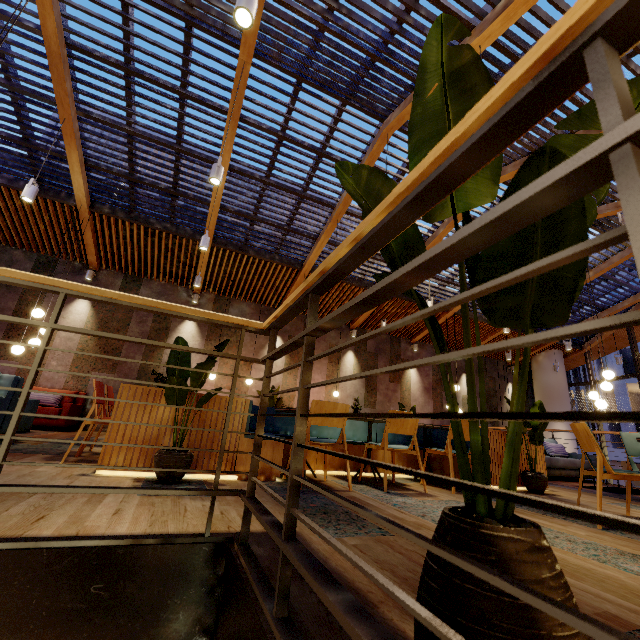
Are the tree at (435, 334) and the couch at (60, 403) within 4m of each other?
no

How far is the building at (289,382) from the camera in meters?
10.0 m

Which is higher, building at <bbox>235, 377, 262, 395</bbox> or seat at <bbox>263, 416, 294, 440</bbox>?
building at <bbox>235, 377, 262, 395</bbox>

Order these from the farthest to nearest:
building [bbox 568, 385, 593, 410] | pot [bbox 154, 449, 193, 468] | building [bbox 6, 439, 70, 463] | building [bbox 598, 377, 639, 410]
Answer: building [bbox 568, 385, 593, 410] < building [bbox 598, 377, 639, 410] < building [bbox 6, 439, 70, 463] < pot [bbox 154, 449, 193, 468]

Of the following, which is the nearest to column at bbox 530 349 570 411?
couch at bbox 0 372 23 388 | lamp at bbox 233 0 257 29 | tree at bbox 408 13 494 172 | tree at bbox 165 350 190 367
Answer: tree at bbox 165 350 190 367

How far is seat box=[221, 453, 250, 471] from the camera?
3.2m

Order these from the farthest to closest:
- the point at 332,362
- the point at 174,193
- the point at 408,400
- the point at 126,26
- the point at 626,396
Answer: the point at 626,396 < the point at 408,400 < the point at 332,362 < the point at 174,193 < the point at 126,26

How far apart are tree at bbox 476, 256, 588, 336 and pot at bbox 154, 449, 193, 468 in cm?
250
